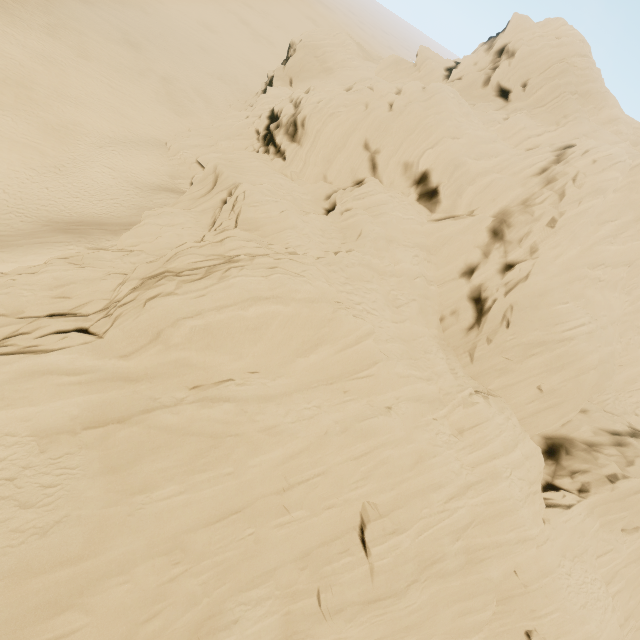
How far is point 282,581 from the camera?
15.0m
